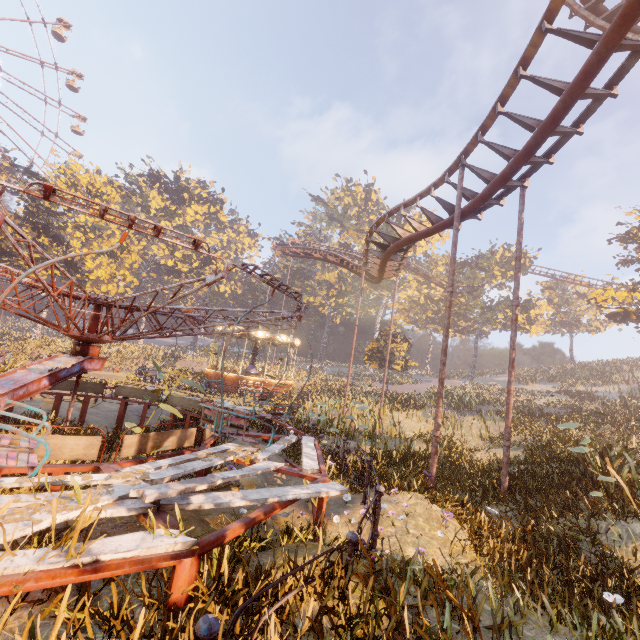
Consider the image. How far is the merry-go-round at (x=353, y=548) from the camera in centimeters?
372cm

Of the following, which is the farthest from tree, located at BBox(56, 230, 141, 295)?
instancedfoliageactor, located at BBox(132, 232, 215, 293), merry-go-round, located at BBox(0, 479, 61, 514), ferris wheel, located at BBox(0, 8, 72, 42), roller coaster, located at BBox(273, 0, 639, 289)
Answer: merry-go-round, located at BBox(0, 479, 61, 514)

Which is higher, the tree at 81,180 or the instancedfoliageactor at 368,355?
the tree at 81,180

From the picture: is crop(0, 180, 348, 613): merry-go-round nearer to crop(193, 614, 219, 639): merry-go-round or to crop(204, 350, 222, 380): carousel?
crop(193, 614, 219, 639): merry-go-round

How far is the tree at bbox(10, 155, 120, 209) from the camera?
29.8m

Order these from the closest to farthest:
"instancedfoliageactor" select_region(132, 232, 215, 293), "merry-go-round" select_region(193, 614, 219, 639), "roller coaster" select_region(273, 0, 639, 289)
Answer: "merry-go-round" select_region(193, 614, 219, 639) → "roller coaster" select_region(273, 0, 639, 289) → "instancedfoliageactor" select_region(132, 232, 215, 293)

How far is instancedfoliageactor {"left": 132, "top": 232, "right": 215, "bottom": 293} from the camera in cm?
4591

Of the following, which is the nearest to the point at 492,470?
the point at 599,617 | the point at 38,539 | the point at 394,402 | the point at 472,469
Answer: the point at 472,469
